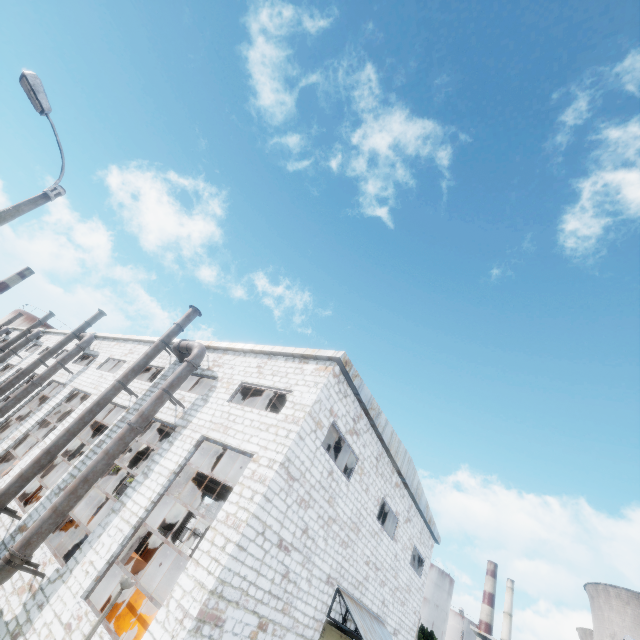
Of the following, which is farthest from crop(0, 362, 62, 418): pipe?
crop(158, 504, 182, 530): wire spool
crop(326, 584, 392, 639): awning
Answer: crop(326, 584, 392, 639): awning

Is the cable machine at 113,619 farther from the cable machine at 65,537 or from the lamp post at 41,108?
the lamp post at 41,108

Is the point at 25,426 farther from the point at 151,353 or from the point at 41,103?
the point at 41,103

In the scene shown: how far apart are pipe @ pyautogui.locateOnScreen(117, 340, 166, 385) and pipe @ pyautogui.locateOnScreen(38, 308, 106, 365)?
8.8m

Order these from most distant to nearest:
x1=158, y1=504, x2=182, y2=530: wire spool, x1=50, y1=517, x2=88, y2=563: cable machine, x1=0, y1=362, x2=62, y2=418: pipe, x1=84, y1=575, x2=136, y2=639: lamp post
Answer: Result: x1=158, y1=504, x2=182, y2=530: wire spool < x1=0, y1=362, x2=62, y2=418: pipe < x1=50, y1=517, x2=88, y2=563: cable machine < x1=84, y1=575, x2=136, y2=639: lamp post

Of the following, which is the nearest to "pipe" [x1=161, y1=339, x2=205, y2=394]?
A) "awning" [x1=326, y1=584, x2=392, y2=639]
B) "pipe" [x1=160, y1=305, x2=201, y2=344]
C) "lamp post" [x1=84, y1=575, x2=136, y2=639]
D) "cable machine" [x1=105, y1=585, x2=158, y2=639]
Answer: "pipe" [x1=160, y1=305, x2=201, y2=344]

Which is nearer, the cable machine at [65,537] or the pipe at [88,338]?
the cable machine at [65,537]

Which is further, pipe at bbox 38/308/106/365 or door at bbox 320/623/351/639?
pipe at bbox 38/308/106/365
